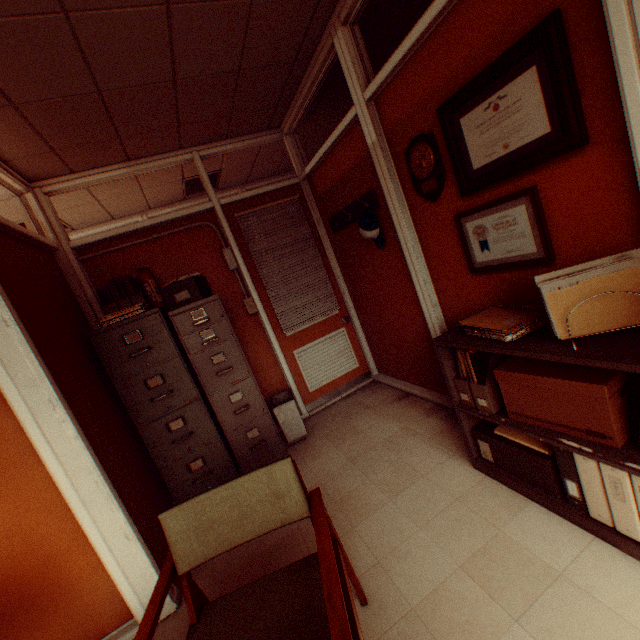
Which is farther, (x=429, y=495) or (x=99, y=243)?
(x=99, y=243)

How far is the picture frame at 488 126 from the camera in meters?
1.5

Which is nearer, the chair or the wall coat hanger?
the chair

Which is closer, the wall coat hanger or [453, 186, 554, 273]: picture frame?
[453, 186, 554, 273]: picture frame

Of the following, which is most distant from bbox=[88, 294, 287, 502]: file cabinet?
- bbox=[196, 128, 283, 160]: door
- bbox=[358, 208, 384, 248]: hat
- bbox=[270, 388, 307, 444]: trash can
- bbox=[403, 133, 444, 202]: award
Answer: bbox=[403, 133, 444, 202]: award

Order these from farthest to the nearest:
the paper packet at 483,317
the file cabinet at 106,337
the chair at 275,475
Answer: the file cabinet at 106,337
the paper packet at 483,317
the chair at 275,475

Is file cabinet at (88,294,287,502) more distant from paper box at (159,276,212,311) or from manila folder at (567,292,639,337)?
manila folder at (567,292,639,337)

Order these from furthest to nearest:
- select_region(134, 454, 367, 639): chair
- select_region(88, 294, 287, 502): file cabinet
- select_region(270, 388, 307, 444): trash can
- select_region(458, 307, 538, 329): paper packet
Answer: select_region(270, 388, 307, 444): trash can → select_region(88, 294, 287, 502): file cabinet → select_region(458, 307, 538, 329): paper packet → select_region(134, 454, 367, 639): chair
